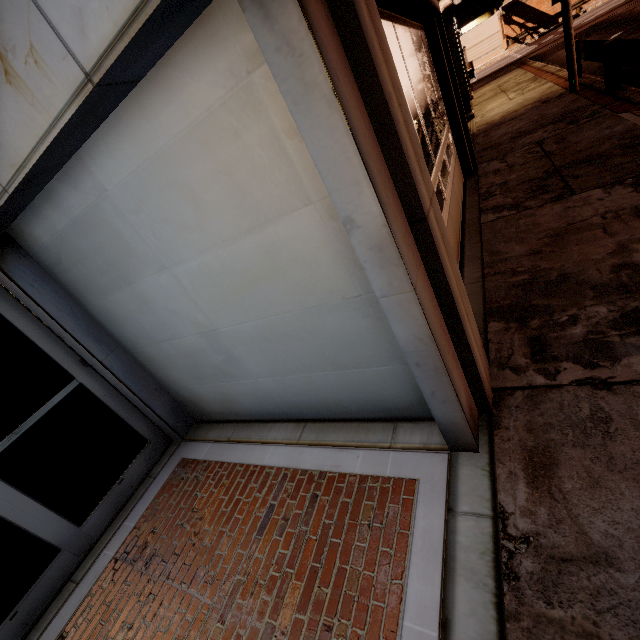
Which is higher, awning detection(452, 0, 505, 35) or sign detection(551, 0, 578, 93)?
awning detection(452, 0, 505, 35)

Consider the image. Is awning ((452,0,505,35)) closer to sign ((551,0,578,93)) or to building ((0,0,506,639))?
building ((0,0,506,639))

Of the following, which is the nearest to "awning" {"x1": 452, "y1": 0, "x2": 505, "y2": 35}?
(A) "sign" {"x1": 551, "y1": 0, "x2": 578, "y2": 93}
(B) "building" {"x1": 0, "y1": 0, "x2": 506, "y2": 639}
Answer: (B) "building" {"x1": 0, "y1": 0, "x2": 506, "y2": 639}

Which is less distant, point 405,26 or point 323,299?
point 323,299

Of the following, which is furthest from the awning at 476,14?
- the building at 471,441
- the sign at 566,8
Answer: the sign at 566,8

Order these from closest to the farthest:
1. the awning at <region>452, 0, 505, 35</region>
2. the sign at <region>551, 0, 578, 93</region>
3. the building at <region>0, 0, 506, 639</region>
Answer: the building at <region>0, 0, 506, 639</region> → the sign at <region>551, 0, 578, 93</region> → the awning at <region>452, 0, 505, 35</region>

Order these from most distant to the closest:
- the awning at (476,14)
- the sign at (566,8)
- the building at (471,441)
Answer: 1. the awning at (476,14)
2. the sign at (566,8)
3. the building at (471,441)
